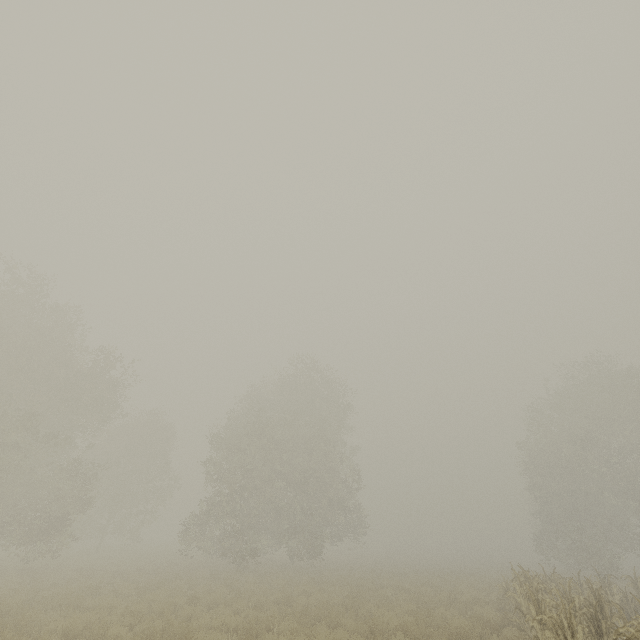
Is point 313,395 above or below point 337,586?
above
